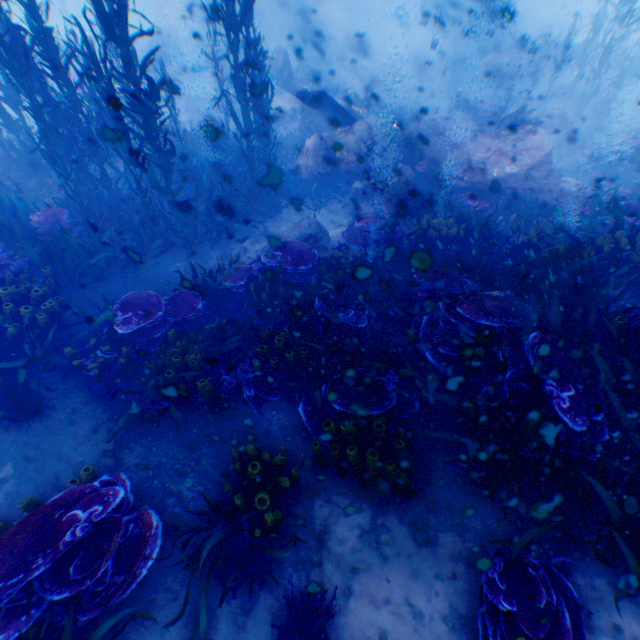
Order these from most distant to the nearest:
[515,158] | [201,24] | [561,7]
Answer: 1. [561,7]
2. [201,24]
3. [515,158]

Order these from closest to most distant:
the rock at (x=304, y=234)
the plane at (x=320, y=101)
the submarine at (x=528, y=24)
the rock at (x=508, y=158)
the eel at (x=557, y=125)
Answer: the rock at (x=304, y=234)
the rock at (x=508, y=158)
the eel at (x=557, y=125)
the plane at (x=320, y=101)
the submarine at (x=528, y=24)

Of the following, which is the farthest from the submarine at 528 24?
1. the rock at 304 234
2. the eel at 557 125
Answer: the rock at 304 234

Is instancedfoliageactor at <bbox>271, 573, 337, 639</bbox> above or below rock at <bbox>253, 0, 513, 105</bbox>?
below

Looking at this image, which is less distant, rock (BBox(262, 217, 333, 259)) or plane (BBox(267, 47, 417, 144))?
rock (BBox(262, 217, 333, 259))

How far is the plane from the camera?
12.6 meters

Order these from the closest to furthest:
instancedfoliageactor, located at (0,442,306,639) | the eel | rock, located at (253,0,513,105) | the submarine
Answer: instancedfoliageactor, located at (0,442,306,639) → the eel → rock, located at (253,0,513,105) → the submarine

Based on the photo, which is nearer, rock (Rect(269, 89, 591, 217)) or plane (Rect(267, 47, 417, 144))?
rock (Rect(269, 89, 591, 217))
